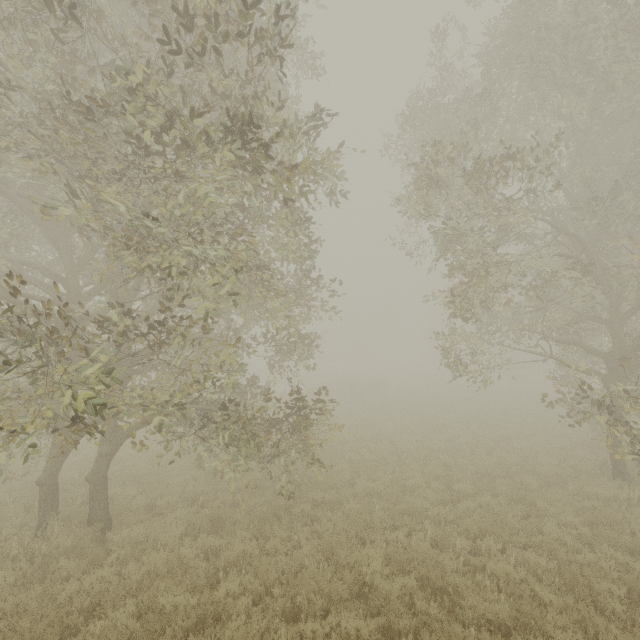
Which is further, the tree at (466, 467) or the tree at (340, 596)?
the tree at (466, 467)

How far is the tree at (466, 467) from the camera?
11.6m

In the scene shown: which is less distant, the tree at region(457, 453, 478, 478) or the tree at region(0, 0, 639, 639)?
the tree at region(0, 0, 639, 639)

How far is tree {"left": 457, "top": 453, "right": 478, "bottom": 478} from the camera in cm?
1155

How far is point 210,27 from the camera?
4.08m
